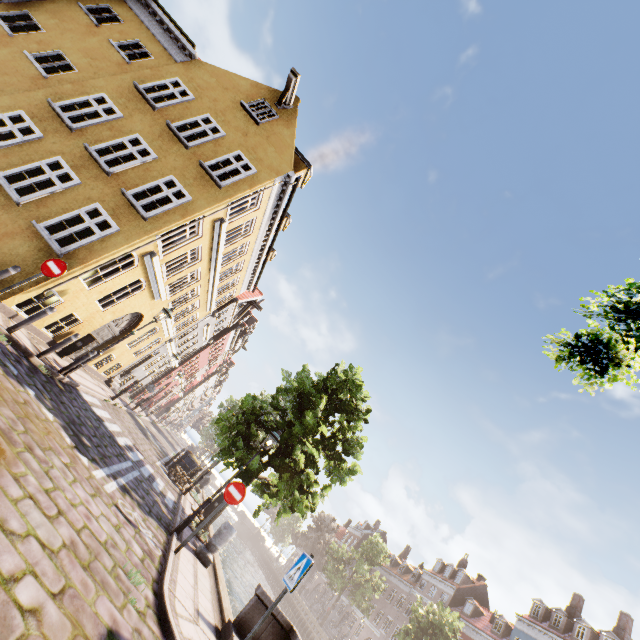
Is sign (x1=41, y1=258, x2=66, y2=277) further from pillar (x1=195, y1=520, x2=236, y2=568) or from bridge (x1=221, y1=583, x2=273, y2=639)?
bridge (x1=221, y1=583, x2=273, y2=639)

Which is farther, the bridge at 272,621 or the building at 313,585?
the building at 313,585

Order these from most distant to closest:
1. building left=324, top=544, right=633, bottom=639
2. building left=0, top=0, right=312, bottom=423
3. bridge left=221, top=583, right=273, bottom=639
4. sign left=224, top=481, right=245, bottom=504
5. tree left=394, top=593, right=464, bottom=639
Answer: building left=324, top=544, right=633, bottom=639, tree left=394, top=593, right=464, bottom=639, building left=0, top=0, right=312, bottom=423, sign left=224, top=481, right=245, bottom=504, bridge left=221, top=583, right=273, bottom=639

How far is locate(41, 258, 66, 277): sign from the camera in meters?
8.2 m

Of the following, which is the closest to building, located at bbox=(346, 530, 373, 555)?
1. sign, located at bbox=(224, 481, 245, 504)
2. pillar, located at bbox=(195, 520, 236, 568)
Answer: pillar, located at bbox=(195, 520, 236, 568)

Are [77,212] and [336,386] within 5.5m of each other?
no

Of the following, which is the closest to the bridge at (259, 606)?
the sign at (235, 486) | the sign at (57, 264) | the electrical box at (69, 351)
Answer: the sign at (235, 486)

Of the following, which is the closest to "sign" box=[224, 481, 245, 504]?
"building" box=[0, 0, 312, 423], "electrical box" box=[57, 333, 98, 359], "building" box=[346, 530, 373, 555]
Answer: "building" box=[0, 0, 312, 423]
